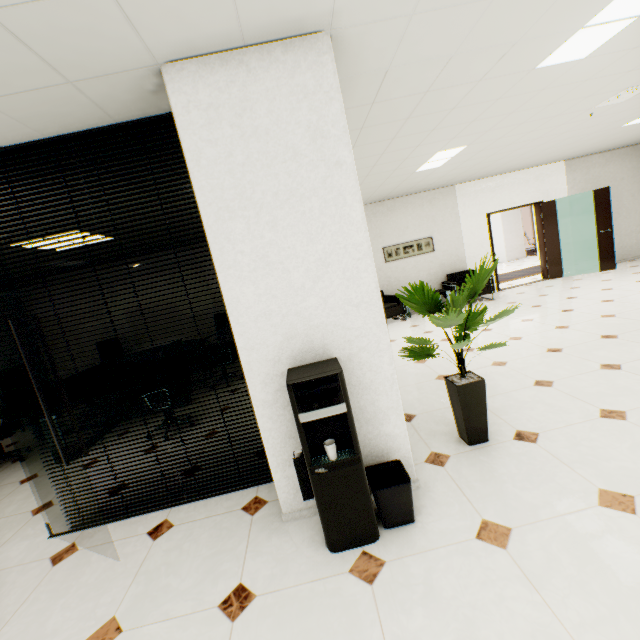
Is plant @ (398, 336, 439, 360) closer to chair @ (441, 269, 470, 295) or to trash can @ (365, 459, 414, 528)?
trash can @ (365, 459, 414, 528)

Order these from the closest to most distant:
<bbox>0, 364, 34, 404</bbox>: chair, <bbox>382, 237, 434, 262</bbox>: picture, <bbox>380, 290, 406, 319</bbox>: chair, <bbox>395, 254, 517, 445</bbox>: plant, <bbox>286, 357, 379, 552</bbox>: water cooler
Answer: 1. <bbox>286, 357, 379, 552</bbox>: water cooler
2. <bbox>395, 254, 517, 445</bbox>: plant
3. <bbox>0, 364, 34, 404</bbox>: chair
4. <bbox>380, 290, 406, 319</bbox>: chair
5. <bbox>382, 237, 434, 262</bbox>: picture

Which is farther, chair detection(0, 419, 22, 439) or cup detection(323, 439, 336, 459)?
chair detection(0, 419, 22, 439)

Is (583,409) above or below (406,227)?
below

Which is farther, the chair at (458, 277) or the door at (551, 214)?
the door at (551, 214)

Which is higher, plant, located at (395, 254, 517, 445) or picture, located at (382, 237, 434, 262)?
picture, located at (382, 237, 434, 262)

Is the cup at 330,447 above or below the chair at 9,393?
below

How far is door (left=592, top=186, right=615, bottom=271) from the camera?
7.93m
